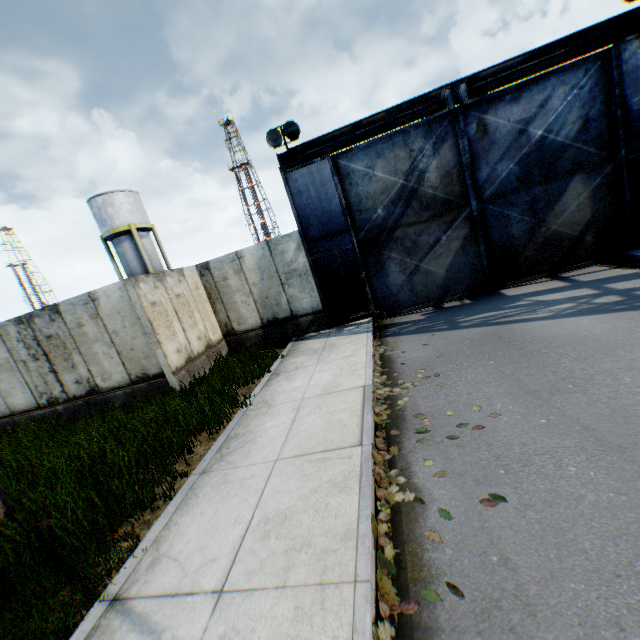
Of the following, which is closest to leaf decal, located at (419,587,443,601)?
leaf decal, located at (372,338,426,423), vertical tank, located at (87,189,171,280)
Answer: leaf decal, located at (372,338,426,423)

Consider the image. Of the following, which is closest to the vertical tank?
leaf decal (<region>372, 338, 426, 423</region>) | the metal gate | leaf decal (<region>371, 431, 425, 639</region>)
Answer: the metal gate

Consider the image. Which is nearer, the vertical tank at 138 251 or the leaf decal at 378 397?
the leaf decal at 378 397

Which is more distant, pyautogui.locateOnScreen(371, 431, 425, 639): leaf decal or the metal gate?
the metal gate

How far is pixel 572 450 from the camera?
3.6 meters

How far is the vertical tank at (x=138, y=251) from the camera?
26.9 meters

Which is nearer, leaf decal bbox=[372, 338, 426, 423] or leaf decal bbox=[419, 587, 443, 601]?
leaf decal bbox=[419, 587, 443, 601]

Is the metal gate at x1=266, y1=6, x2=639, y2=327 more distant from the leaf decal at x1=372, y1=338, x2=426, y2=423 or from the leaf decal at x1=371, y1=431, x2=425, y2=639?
the leaf decal at x1=371, y1=431, x2=425, y2=639
